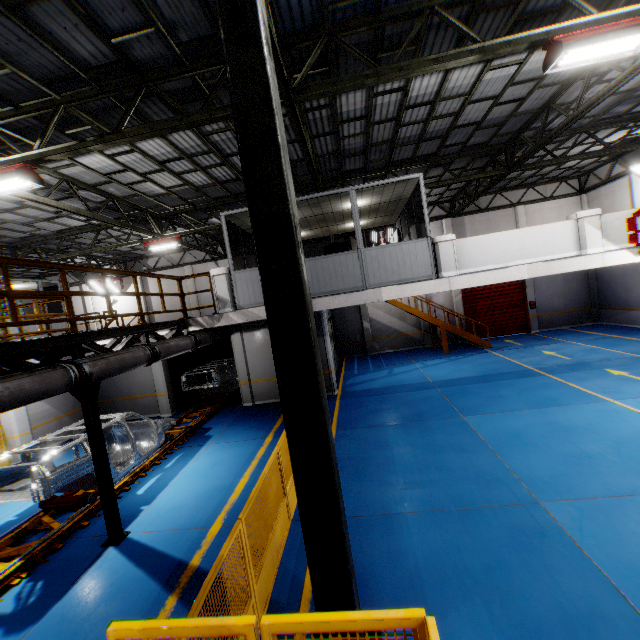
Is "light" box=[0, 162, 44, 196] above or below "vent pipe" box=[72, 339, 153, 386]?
above

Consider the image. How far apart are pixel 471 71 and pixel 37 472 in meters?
13.2 m

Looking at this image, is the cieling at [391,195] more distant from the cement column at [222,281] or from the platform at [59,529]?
the platform at [59,529]

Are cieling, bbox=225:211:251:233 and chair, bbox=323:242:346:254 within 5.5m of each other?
yes

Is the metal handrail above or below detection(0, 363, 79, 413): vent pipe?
above

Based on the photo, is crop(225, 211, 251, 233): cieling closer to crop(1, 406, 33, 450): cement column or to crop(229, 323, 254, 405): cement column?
crop(229, 323, 254, 405): cement column

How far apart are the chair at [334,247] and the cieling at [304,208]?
1.4m

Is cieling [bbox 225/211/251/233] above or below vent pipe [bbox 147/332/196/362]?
above
